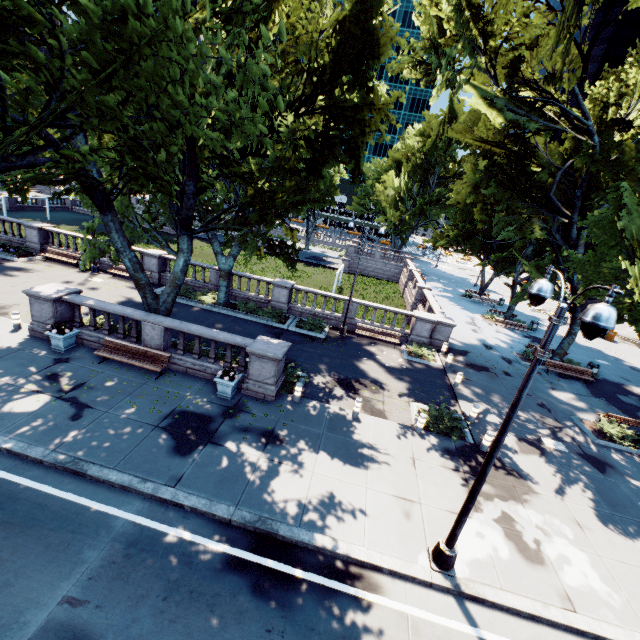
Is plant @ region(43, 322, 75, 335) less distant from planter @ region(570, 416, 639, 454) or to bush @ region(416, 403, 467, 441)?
bush @ region(416, 403, 467, 441)

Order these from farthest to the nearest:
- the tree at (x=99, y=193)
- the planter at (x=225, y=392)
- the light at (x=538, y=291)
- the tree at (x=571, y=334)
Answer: the tree at (x=571, y=334) → the planter at (x=225, y=392) → the tree at (x=99, y=193) → the light at (x=538, y=291)

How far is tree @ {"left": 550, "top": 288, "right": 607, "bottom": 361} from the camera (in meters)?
14.23

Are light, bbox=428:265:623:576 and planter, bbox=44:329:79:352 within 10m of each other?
no

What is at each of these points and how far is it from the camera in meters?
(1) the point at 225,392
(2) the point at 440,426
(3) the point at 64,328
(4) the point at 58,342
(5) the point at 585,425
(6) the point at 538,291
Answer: (1) planter, 12.5
(2) bush, 13.3
(3) plant, 13.2
(4) planter, 13.2
(5) planter, 15.9
(6) light, 6.5

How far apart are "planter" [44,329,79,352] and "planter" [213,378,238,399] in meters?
6.6 m

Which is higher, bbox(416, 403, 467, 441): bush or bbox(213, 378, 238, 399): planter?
bbox(213, 378, 238, 399): planter

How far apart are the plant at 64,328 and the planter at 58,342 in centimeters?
3cm
